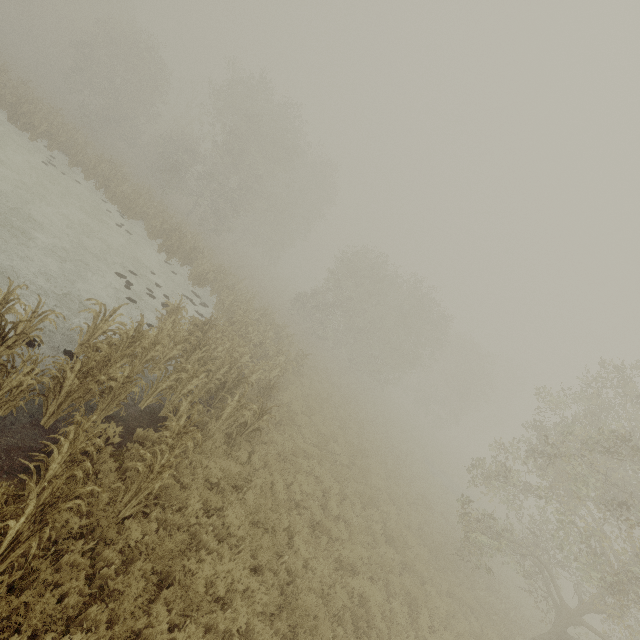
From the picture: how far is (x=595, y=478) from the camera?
10.7m
